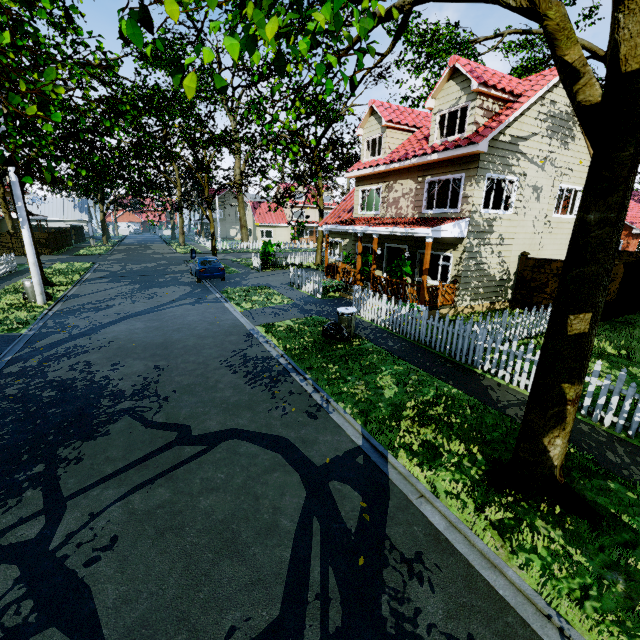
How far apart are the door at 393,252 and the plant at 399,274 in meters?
1.9 m

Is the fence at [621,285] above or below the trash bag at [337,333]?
above

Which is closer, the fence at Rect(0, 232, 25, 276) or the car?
the car

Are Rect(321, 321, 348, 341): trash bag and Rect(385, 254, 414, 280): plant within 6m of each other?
yes

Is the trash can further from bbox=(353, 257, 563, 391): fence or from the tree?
the tree

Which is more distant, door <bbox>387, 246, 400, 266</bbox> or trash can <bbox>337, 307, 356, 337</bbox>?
→ door <bbox>387, 246, 400, 266</bbox>

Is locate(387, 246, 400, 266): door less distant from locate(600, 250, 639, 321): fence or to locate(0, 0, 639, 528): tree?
locate(600, 250, 639, 321): fence

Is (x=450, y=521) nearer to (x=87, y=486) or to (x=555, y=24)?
(x=87, y=486)
